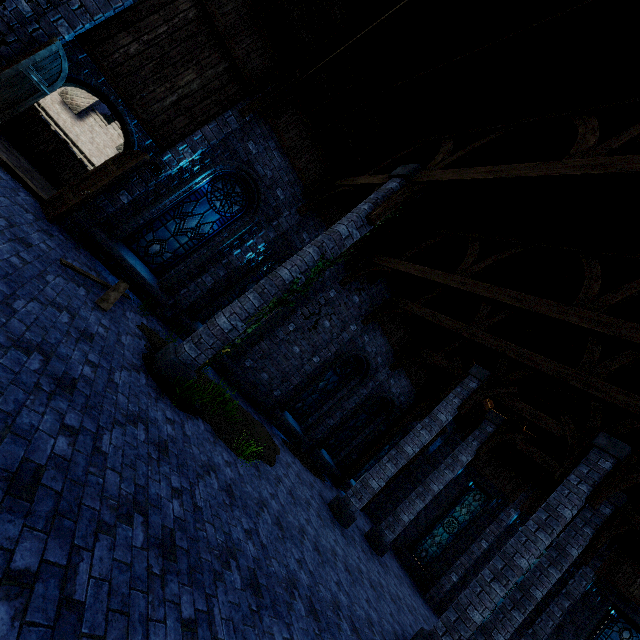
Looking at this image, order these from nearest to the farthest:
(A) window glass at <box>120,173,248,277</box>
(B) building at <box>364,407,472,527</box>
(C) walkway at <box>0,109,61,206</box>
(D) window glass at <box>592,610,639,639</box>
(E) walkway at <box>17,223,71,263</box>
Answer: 1. (E) walkway at <box>17,223,71,263</box>
2. (C) walkway at <box>0,109,61,206</box>
3. (A) window glass at <box>120,173,248,277</box>
4. (D) window glass at <box>592,610,639,639</box>
5. (B) building at <box>364,407,472,527</box>

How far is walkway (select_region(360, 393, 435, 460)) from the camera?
15.32m

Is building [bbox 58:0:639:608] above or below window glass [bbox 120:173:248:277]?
above

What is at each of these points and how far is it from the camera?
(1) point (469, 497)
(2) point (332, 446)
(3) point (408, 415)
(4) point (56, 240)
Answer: (1) window glass, 16.31m
(2) window glass, 15.11m
(3) walkway, 15.61m
(4) walkway, 6.75m

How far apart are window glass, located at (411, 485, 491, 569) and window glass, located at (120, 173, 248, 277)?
16.86m

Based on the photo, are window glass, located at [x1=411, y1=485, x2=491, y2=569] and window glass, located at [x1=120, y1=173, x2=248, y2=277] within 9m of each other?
no

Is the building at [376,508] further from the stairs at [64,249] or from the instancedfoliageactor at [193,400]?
the instancedfoliageactor at [193,400]

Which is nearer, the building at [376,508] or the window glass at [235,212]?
the window glass at [235,212]
